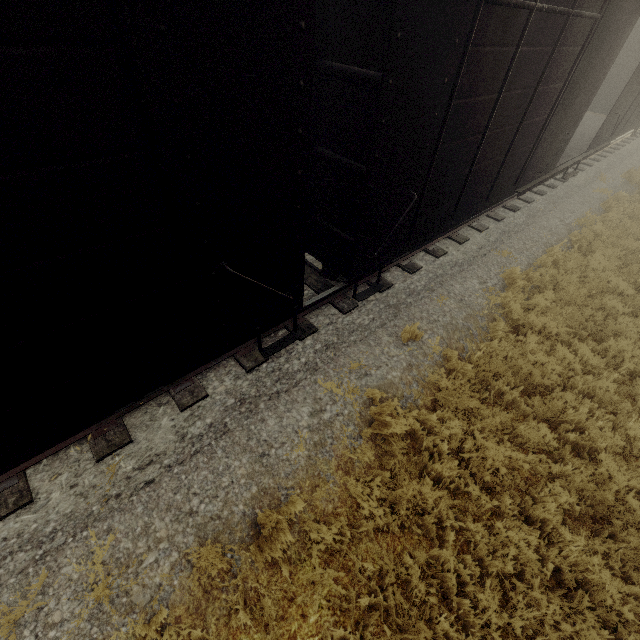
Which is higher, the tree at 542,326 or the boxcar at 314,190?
the boxcar at 314,190

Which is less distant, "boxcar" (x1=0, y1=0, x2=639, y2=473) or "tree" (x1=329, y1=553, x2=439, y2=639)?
"boxcar" (x1=0, y1=0, x2=639, y2=473)

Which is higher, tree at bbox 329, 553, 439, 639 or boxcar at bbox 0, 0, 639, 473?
boxcar at bbox 0, 0, 639, 473

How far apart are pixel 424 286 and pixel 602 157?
14.47m

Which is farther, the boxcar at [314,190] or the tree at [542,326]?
the tree at [542,326]
